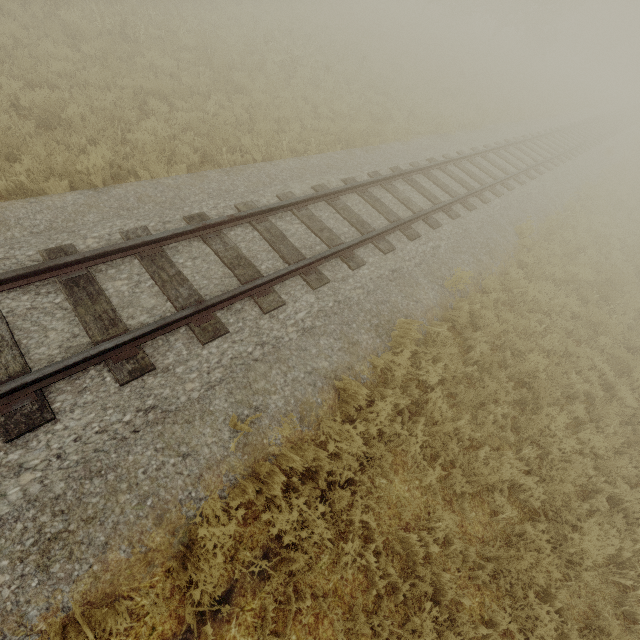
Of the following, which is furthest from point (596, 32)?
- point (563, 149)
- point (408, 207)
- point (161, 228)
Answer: point (161, 228)
